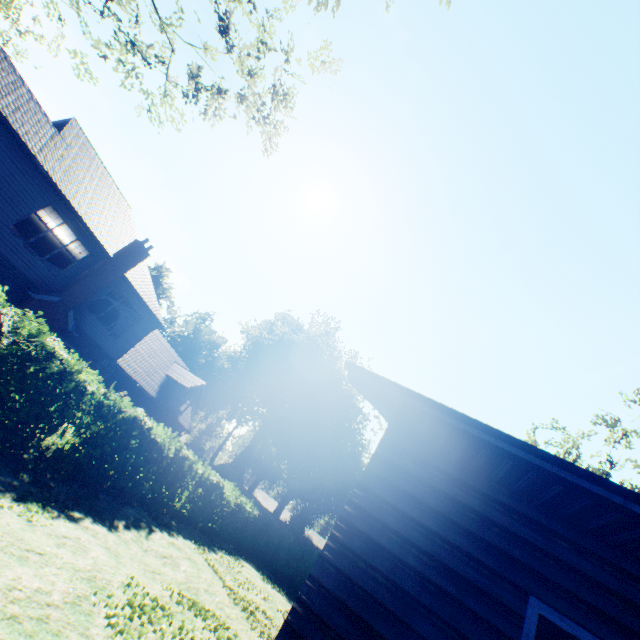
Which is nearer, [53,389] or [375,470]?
[375,470]

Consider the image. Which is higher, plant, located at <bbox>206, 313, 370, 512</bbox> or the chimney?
plant, located at <bbox>206, 313, 370, 512</bbox>

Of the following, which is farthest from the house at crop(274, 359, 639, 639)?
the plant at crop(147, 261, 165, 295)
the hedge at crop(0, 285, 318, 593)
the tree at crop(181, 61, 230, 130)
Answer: the plant at crop(147, 261, 165, 295)

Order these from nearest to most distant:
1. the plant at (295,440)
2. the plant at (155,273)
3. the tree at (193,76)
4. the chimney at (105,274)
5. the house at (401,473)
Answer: the house at (401,473)
the tree at (193,76)
the chimney at (105,274)
the plant at (295,440)
the plant at (155,273)

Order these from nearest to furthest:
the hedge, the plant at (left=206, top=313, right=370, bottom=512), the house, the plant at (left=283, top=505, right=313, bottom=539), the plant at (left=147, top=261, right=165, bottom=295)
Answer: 1. the house
2. the hedge
3. the plant at (left=283, top=505, right=313, bottom=539)
4. the plant at (left=206, top=313, right=370, bottom=512)
5. the plant at (left=147, top=261, right=165, bottom=295)

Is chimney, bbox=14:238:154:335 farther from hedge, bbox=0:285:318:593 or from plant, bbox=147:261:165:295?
plant, bbox=147:261:165:295

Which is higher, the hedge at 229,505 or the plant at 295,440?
the plant at 295,440
